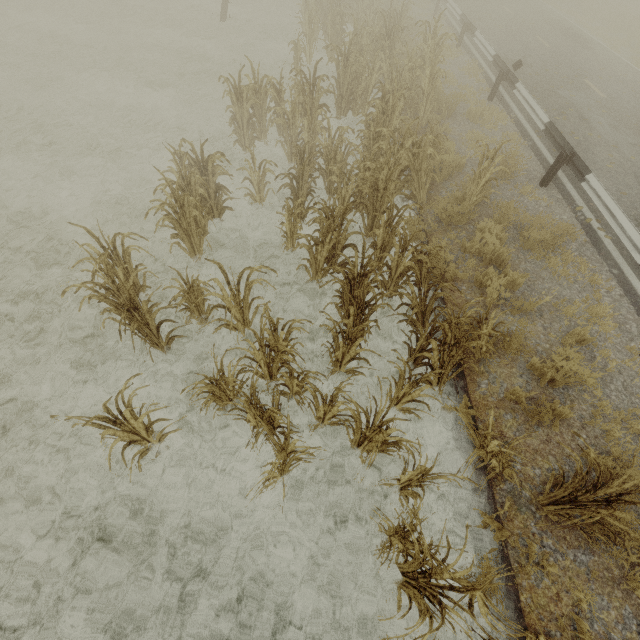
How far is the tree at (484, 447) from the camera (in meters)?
3.42

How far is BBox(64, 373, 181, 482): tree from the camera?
3.3 meters

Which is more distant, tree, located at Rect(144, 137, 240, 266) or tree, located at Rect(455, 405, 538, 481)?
tree, located at Rect(144, 137, 240, 266)

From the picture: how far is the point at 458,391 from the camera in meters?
5.2 m

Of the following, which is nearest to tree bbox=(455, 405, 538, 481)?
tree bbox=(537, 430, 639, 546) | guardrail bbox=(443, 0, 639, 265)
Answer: tree bbox=(537, 430, 639, 546)

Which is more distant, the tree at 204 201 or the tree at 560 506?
the tree at 204 201
